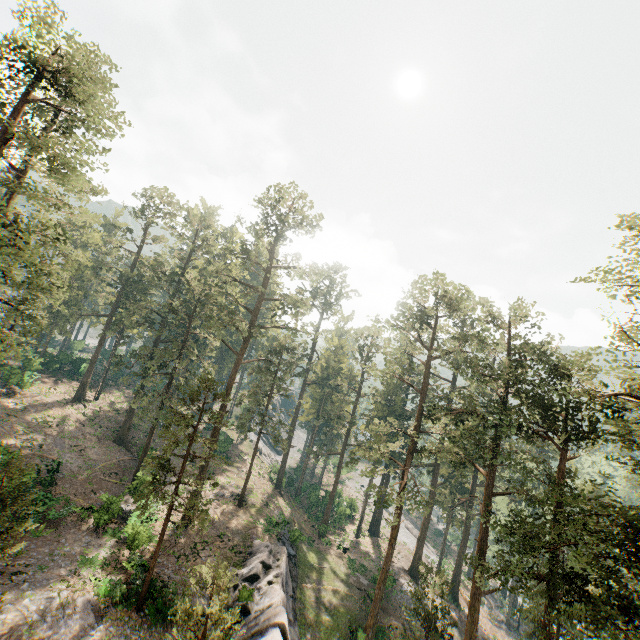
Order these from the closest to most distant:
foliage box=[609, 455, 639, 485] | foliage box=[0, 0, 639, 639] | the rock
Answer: foliage box=[609, 455, 639, 485]
foliage box=[0, 0, 639, 639]
the rock

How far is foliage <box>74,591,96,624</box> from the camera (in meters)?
17.27

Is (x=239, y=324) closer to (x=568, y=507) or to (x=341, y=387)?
(x=341, y=387)

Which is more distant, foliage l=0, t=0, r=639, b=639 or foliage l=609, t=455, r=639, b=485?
Answer: foliage l=0, t=0, r=639, b=639

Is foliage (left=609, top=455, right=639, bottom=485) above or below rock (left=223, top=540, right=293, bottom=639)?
above

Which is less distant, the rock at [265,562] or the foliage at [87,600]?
the foliage at [87,600]

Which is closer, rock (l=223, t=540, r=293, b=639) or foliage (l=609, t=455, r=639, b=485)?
foliage (l=609, t=455, r=639, b=485)

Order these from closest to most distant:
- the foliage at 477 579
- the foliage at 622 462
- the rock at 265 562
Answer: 1. the foliage at 622 462
2. the foliage at 477 579
3. the rock at 265 562
